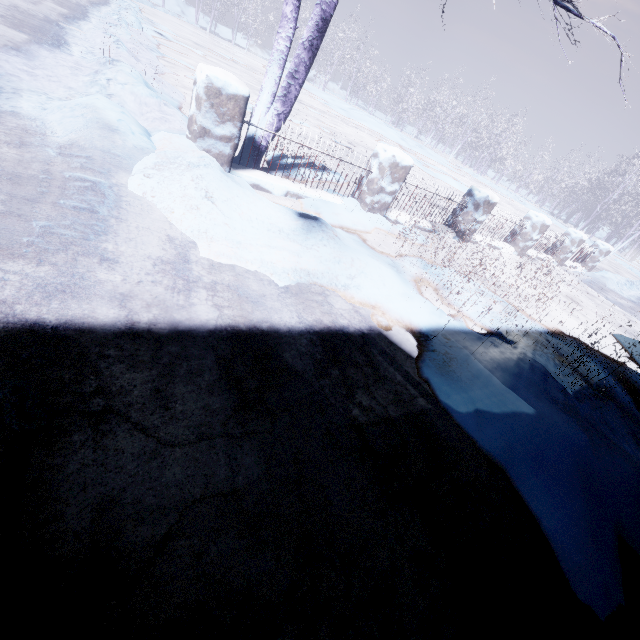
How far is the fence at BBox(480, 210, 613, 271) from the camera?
7.08m

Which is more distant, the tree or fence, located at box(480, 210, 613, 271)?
fence, located at box(480, 210, 613, 271)

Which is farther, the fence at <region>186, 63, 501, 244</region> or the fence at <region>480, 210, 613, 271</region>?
the fence at <region>480, 210, 613, 271</region>

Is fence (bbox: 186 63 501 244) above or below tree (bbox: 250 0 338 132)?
below

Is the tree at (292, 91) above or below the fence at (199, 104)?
above

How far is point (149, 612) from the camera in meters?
0.9

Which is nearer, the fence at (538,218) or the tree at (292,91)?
the tree at (292,91)
